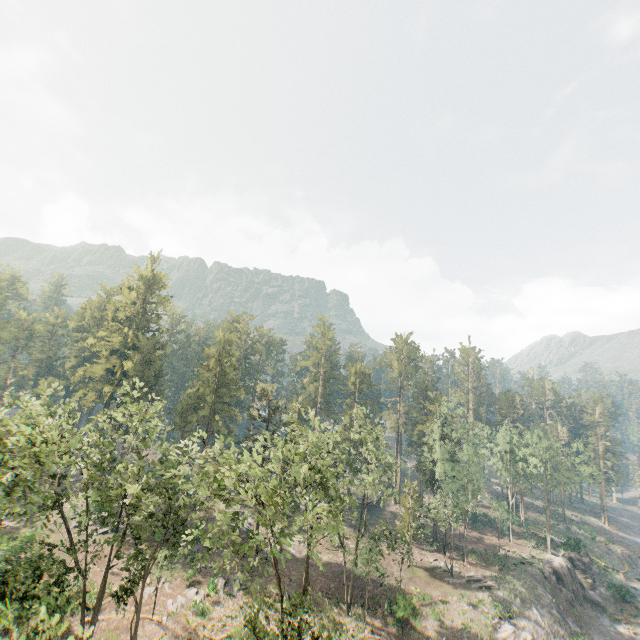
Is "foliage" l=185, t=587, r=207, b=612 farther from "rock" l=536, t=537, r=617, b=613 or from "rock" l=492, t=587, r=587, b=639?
"rock" l=536, t=537, r=617, b=613

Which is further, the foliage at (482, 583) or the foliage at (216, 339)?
the foliage at (482, 583)

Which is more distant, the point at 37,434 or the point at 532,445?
the point at 532,445

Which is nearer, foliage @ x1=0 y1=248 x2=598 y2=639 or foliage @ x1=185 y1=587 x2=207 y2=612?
foliage @ x1=0 y1=248 x2=598 y2=639

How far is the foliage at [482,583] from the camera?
39.1 meters

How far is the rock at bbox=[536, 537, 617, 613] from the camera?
43.8m
